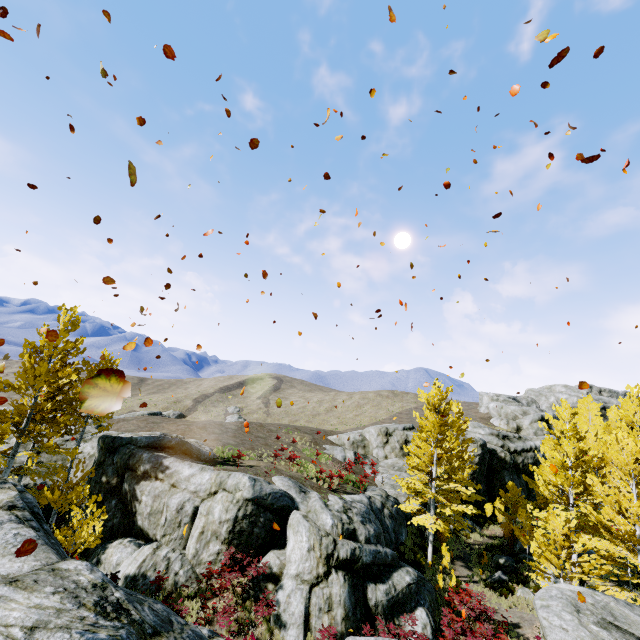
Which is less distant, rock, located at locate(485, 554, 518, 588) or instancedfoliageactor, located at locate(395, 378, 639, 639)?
instancedfoliageactor, located at locate(395, 378, 639, 639)

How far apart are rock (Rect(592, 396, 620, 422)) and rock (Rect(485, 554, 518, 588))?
52.98m

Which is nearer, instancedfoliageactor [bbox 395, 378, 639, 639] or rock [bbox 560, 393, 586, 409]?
instancedfoliageactor [bbox 395, 378, 639, 639]

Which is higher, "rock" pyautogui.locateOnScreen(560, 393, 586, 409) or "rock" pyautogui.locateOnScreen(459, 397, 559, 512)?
"rock" pyautogui.locateOnScreen(560, 393, 586, 409)

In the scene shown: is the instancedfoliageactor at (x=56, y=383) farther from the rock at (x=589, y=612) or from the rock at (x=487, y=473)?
the rock at (x=487, y=473)

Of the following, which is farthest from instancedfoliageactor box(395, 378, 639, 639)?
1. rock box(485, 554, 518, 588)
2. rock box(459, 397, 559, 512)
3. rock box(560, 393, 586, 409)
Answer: rock box(560, 393, 586, 409)

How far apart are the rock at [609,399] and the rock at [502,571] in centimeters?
5298cm

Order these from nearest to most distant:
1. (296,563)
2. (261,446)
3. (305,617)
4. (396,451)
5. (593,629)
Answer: (593,629), (305,617), (296,563), (261,446), (396,451)
